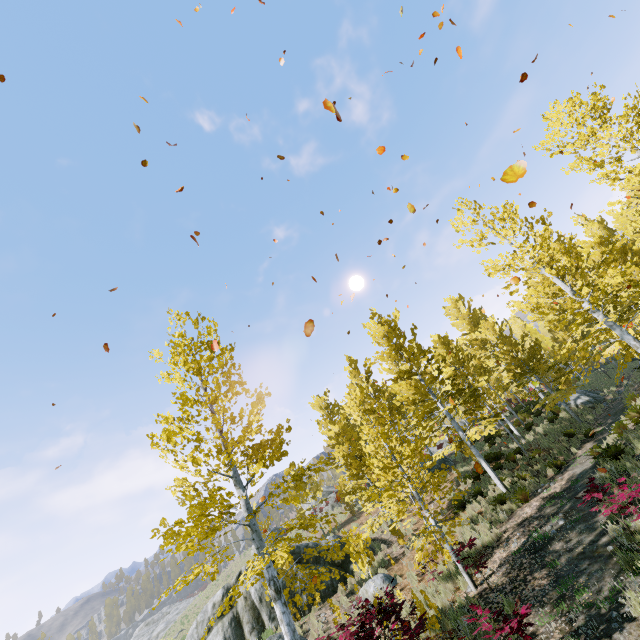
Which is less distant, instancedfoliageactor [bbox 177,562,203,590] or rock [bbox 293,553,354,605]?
instancedfoliageactor [bbox 177,562,203,590]

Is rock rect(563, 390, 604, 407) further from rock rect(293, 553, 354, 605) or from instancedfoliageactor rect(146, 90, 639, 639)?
rock rect(293, 553, 354, 605)

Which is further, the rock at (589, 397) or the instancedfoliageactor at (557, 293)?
the rock at (589, 397)

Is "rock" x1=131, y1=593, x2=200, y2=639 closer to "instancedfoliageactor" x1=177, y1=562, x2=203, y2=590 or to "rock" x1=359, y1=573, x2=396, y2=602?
"instancedfoliageactor" x1=177, y1=562, x2=203, y2=590

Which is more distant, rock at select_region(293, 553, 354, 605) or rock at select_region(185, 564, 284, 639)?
rock at select_region(293, 553, 354, 605)

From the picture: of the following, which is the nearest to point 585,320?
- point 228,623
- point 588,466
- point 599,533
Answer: point 588,466

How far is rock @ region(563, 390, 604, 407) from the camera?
19.95m

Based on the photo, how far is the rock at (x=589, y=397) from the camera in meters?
20.0
